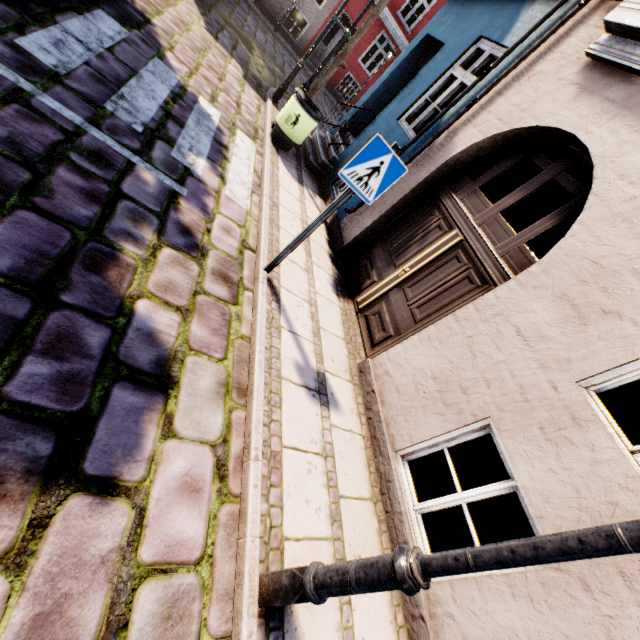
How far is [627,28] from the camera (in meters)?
3.33

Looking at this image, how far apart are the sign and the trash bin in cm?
417

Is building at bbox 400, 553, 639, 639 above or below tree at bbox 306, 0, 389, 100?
below

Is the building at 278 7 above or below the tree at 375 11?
below

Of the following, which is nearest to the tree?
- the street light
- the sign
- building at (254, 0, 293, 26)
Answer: building at (254, 0, 293, 26)

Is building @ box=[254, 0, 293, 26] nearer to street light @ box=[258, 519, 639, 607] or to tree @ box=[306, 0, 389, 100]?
street light @ box=[258, 519, 639, 607]

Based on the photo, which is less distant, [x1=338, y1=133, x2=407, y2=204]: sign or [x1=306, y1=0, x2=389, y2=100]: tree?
[x1=338, y1=133, x2=407, y2=204]: sign

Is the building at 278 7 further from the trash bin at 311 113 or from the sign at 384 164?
the sign at 384 164
